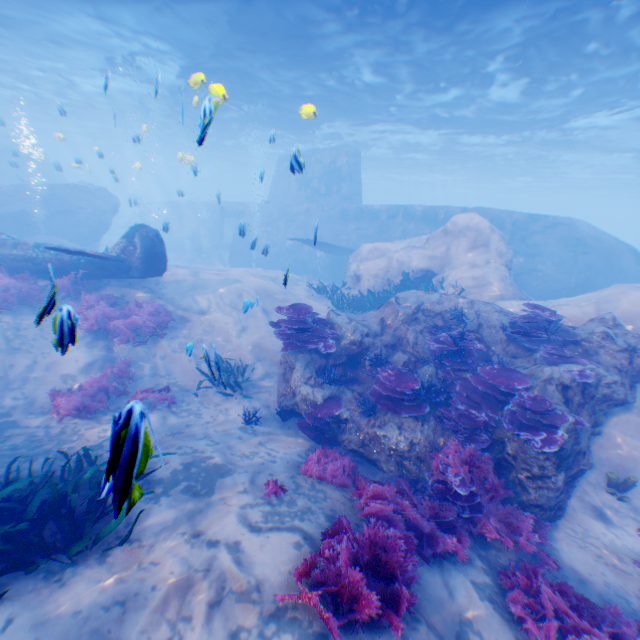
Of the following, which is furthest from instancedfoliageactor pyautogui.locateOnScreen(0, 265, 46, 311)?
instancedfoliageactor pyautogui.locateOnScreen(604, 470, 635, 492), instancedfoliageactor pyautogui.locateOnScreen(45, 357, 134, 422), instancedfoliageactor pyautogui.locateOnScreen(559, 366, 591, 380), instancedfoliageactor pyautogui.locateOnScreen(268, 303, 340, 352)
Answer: instancedfoliageactor pyautogui.locateOnScreen(559, 366, 591, 380)

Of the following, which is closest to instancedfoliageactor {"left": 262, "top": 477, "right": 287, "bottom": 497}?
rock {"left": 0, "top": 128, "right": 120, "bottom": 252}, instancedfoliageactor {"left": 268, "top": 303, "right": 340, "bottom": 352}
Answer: rock {"left": 0, "top": 128, "right": 120, "bottom": 252}

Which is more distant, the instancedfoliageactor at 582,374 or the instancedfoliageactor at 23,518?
the instancedfoliageactor at 582,374

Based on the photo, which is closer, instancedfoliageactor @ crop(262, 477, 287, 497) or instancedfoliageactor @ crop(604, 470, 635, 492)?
instancedfoliageactor @ crop(262, 477, 287, 497)

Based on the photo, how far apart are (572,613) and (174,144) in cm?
5147

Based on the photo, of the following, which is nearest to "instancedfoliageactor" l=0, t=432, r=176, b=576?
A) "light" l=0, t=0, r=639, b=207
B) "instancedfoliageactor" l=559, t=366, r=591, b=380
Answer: "light" l=0, t=0, r=639, b=207

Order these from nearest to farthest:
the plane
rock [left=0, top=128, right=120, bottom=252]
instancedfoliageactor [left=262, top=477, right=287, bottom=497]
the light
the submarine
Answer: instancedfoliageactor [left=262, top=477, right=287, bottom=497]
the plane
the light
the submarine
rock [left=0, top=128, right=120, bottom=252]

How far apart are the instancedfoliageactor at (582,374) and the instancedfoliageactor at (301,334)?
5.4 meters
